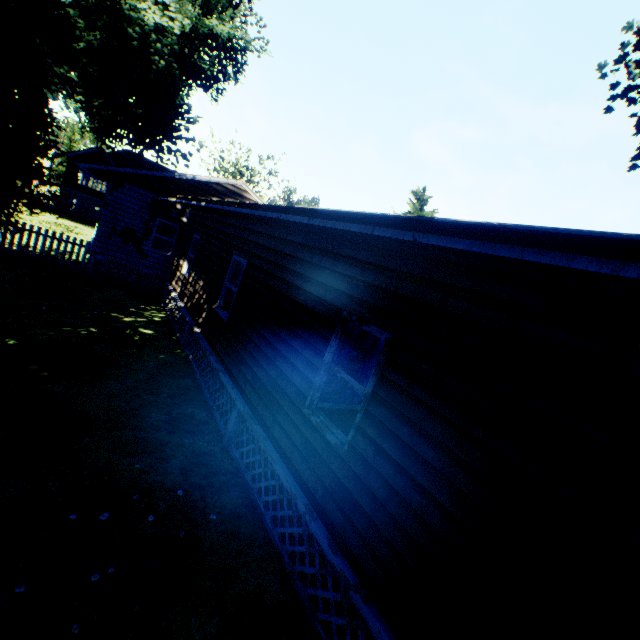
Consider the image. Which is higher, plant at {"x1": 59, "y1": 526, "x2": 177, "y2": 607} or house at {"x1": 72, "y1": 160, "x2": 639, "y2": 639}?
house at {"x1": 72, "y1": 160, "x2": 639, "y2": 639}

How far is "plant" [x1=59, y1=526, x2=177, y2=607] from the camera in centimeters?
335cm

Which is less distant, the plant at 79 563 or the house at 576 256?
the house at 576 256

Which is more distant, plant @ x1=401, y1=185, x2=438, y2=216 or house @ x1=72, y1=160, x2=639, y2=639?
plant @ x1=401, y1=185, x2=438, y2=216

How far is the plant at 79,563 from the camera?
3.3 meters

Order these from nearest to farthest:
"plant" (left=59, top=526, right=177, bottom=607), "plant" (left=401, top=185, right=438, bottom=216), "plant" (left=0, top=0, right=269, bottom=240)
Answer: "plant" (left=59, top=526, right=177, bottom=607), "plant" (left=0, top=0, right=269, bottom=240), "plant" (left=401, top=185, right=438, bottom=216)

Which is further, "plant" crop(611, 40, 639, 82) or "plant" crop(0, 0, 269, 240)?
"plant" crop(611, 40, 639, 82)

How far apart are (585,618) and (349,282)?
3.7m
